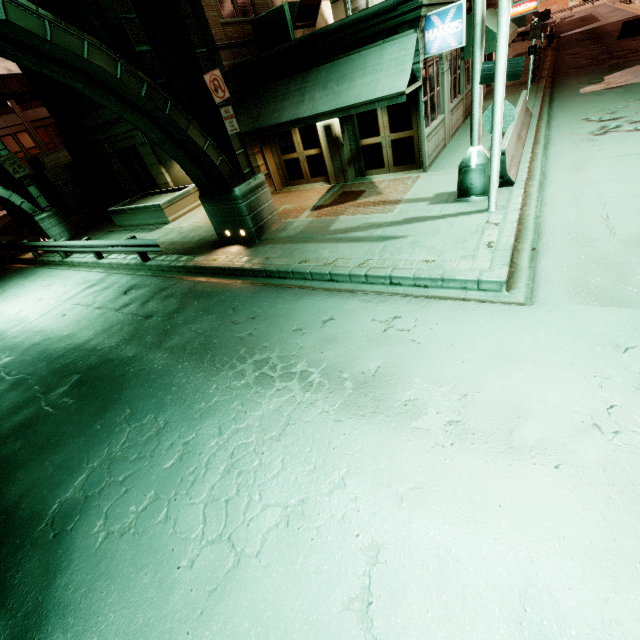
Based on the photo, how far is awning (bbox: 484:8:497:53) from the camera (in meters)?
13.39

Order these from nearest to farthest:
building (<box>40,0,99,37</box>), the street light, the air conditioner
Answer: the street light → the air conditioner → building (<box>40,0,99,37</box>)

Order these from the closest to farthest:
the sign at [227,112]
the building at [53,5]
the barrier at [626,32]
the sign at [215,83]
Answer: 1. the sign at [215,83]
2. the sign at [227,112]
3. the building at [53,5]
4. the barrier at [626,32]

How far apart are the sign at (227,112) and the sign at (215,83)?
0.1 meters

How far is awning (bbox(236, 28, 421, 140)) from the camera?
9.25m

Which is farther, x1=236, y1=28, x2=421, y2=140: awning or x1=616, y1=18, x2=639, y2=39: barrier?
x1=616, y1=18, x2=639, y2=39: barrier

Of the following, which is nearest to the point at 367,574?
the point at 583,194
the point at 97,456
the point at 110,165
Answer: the point at 97,456

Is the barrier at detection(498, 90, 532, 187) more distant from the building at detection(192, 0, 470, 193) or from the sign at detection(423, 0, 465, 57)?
the sign at detection(423, 0, 465, 57)
